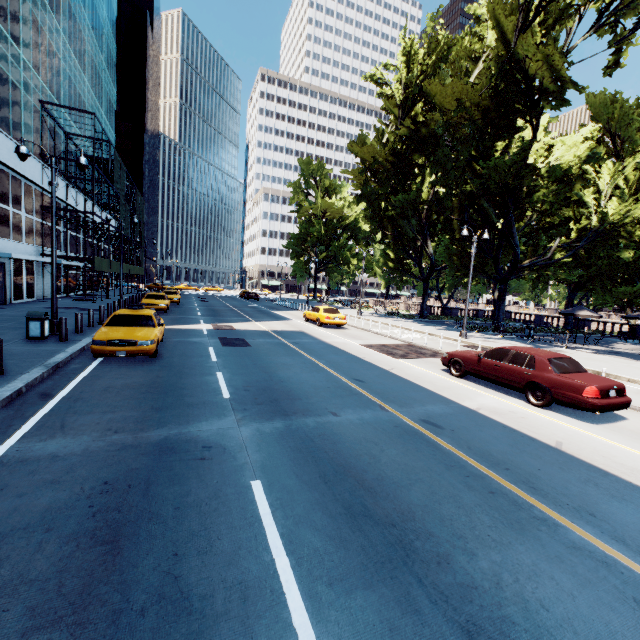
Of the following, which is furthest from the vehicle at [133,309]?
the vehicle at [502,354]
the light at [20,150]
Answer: the vehicle at [502,354]

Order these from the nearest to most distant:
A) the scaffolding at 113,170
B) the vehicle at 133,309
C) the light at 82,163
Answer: the vehicle at 133,309
the light at 82,163
the scaffolding at 113,170

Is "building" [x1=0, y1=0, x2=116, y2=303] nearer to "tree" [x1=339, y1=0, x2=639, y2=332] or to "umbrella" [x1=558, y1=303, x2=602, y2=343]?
"tree" [x1=339, y1=0, x2=639, y2=332]

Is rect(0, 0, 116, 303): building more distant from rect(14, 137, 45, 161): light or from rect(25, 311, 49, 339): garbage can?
rect(25, 311, 49, 339): garbage can

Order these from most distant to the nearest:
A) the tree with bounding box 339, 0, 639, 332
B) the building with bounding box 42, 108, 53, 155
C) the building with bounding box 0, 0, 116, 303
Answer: the building with bounding box 42, 108, 53, 155 < the building with bounding box 0, 0, 116, 303 < the tree with bounding box 339, 0, 639, 332

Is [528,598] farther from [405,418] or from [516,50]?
[516,50]

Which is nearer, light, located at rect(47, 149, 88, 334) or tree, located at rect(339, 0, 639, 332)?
light, located at rect(47, 149, 88, 334)

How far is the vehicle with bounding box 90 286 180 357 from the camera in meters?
10.0
